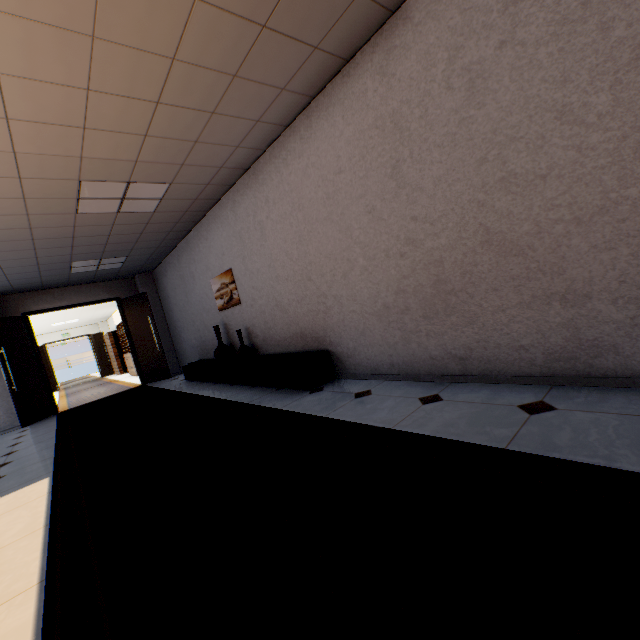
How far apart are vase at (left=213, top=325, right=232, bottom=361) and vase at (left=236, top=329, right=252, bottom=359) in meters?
0.5

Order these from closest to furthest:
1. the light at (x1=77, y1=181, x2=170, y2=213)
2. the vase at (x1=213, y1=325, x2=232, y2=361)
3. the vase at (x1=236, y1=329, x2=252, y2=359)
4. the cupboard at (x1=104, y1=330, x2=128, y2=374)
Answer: the light at (x1=77, y1=181, x2=170, y2=213)
the vase at (x1=236, y1=329, x2=252, y2=359)
the vase at (x1=213, y1=325, x2=232, y2=361)
the cupboard at (x1=104, y1=330, x2=128, y2=374)

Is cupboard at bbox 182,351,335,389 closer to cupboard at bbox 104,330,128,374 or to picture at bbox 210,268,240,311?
picture at bbox 210,268,240,311

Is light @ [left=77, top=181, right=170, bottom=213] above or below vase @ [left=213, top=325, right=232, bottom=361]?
above

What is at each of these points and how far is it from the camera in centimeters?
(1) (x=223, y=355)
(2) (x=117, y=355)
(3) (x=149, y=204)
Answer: (1) vase, 591cm
(2) cupboard, 1595cm
(3) light, 468cm

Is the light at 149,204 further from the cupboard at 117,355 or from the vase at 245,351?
the cupboard at 117,355

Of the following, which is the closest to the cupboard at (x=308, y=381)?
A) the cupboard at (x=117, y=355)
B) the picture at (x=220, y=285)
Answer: the picture at (x=220, y=285)

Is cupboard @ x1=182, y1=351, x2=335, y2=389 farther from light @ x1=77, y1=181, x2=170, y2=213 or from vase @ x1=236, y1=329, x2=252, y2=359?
light @ x1=77, y1=181, x2=170, y2=213
